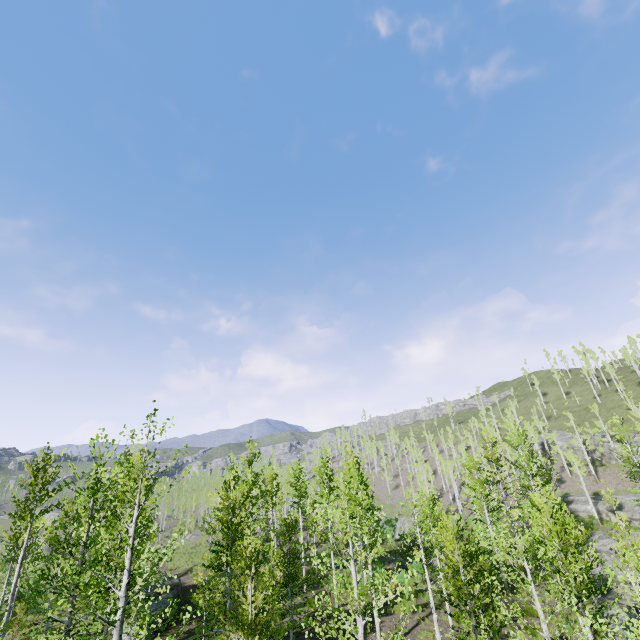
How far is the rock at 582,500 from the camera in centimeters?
4175cm

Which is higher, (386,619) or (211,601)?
(211,601)

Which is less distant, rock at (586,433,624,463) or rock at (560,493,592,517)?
rock at (560,493,592,517)

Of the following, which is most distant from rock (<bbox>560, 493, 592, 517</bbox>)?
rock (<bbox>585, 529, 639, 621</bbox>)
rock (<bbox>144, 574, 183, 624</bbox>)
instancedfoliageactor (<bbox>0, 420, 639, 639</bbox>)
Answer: rock (<bbox>144, 574, 183, 624</bbox>)

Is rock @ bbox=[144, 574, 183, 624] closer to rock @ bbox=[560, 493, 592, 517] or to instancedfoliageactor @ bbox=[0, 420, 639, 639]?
instancedfoliageactor @ bbox=[0, 420, 639, 639]

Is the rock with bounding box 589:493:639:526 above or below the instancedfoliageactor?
below

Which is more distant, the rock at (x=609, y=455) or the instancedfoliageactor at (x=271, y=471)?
the rock at (x=609, y=455)

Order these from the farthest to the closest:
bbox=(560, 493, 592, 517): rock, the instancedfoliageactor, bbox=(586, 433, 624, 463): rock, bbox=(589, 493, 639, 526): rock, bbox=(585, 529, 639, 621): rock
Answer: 1. bbox=(586, 433, 624, 463): rock
2. bbox=(560, 493, 592, 517): rock
3. bbox=(589, 493, 639, 526): rock
4. bbox=(585, 529, 639, 621): rock
5. the instancedfoliageactor
